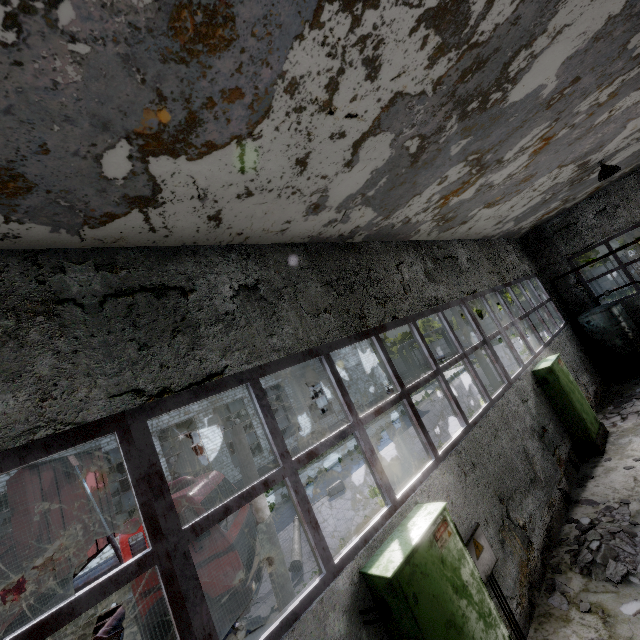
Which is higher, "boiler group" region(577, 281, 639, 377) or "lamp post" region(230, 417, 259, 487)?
"lamp post" region(230, 417, 259, 487)

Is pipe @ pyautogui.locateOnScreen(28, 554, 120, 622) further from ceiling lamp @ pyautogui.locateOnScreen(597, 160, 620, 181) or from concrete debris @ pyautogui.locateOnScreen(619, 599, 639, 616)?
ceiling lamp @ pyautogui.locateOnScreen(597, 160, 620, 181)

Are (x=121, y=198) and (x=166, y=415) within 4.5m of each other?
no

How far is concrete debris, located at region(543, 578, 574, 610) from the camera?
4.9 meters

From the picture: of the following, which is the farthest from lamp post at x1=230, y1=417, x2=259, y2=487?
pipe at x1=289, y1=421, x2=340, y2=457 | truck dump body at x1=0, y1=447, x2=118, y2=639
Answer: pipe at x1=289, y1=421, x2=340, y2=457

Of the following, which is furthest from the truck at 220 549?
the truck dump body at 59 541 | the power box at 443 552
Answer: the power box at 443 552

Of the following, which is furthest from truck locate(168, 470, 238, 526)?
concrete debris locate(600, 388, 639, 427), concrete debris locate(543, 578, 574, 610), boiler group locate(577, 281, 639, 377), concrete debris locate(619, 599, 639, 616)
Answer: boiler group locate(577, 281, 639, 377)

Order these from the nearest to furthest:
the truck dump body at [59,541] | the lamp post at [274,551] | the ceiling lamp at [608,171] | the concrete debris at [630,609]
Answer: the concrete debris at [630,609] → the truck dump body at [59,541] → the lamp post at [274,551] → the ceiling lamp at [608,171]
